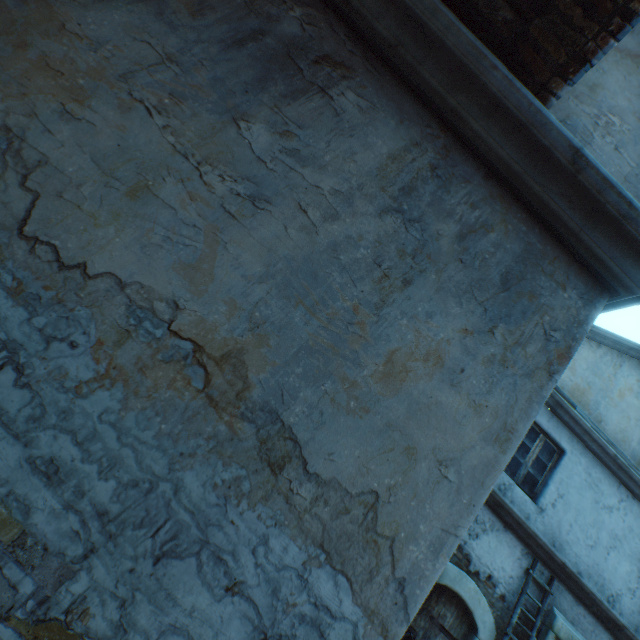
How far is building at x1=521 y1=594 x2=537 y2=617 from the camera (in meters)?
5.78

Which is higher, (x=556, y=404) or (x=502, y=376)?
(x=556, y=404)

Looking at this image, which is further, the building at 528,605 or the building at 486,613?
the building at 528,605

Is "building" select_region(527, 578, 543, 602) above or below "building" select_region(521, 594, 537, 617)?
above

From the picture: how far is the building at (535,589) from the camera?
5.9 meters

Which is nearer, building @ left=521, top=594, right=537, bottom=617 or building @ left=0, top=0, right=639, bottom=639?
building @ left=0, top=0, right=639, bottom=639
